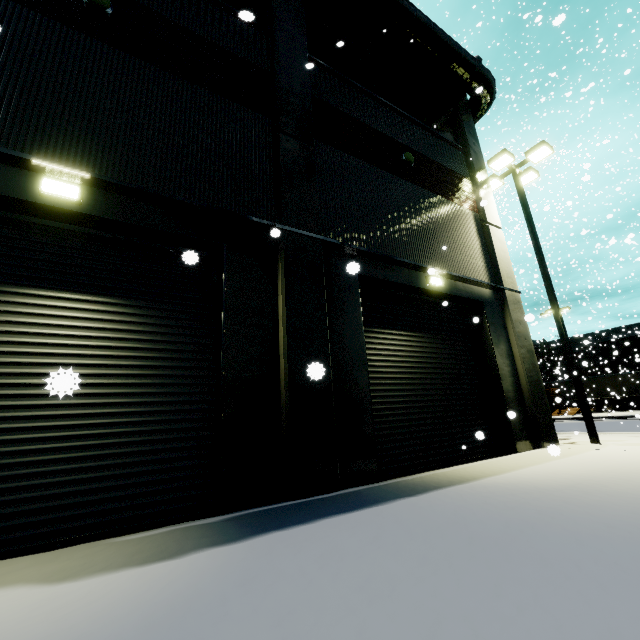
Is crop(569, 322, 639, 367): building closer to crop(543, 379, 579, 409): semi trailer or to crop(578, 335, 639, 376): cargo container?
crop(543, 379, 579, 409): semi trailer

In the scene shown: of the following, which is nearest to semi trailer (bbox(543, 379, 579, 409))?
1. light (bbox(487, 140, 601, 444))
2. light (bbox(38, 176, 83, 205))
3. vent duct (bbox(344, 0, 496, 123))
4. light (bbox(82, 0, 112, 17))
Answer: light (bbox(487, 140, 601, 444))

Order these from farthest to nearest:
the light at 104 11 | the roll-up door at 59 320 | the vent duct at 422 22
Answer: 1. the vent duct at 422 22
2. the light at 104 11
3. the roll-up door at 59 320

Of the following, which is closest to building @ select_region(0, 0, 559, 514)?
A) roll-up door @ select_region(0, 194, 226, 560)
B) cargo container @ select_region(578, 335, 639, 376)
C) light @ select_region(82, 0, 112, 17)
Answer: roll-up door @ select_region(0, 194, 226, 560)

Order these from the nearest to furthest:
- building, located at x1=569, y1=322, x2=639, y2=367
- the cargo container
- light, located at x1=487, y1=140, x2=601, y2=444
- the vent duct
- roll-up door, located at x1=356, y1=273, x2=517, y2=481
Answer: roll-up door, located at x1=356, y1=273, x2=517, y2=481
light, located at x1=487, y1=140, x2=601, y2=444
the vent duct
building, located at x1=569, y1=322, x2=639, y2=367
the cargo container

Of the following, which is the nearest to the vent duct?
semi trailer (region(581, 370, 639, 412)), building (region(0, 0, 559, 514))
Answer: building (region(0, 0, 559, 514))

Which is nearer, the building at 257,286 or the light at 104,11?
the building at 257,286

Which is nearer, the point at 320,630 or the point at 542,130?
the point at 320,630
